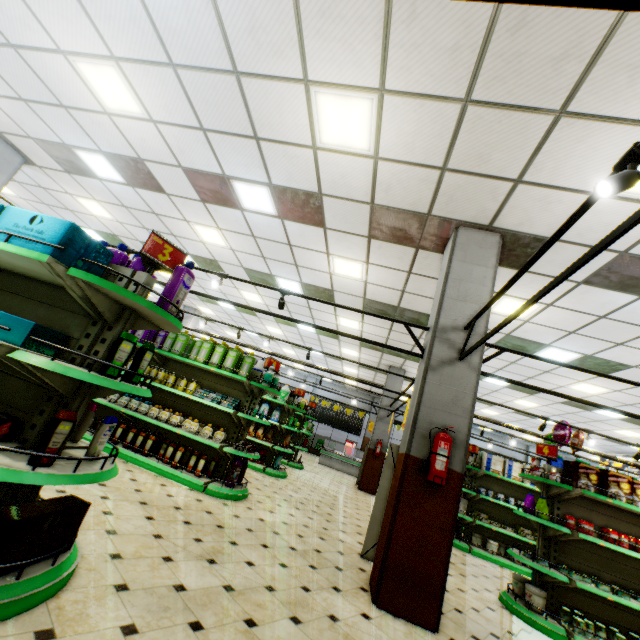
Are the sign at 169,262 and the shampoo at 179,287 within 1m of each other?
yes

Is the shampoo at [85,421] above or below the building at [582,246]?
below

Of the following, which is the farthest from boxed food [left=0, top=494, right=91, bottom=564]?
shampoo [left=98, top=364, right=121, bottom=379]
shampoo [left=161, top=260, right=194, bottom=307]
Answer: shampoo [left=161, top=260, right=194, bottom=307]

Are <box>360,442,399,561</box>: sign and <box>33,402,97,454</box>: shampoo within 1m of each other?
no

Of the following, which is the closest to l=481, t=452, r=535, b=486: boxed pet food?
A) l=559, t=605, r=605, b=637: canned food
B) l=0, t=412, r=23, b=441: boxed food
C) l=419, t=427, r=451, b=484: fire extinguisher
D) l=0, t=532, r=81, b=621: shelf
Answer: l=559, t=605, r=605, b=637: canned food

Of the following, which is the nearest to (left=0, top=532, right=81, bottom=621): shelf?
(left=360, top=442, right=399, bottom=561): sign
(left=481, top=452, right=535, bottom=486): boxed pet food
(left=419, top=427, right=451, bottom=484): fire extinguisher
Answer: (left=419, top=427, right=451, bottom=484): fire extinguisher

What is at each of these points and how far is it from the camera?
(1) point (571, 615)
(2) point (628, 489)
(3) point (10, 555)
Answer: (1) canned food, 4.5 meters
(2) boxed food, 4.7 meters
(3) boxed food, 1.9 meters

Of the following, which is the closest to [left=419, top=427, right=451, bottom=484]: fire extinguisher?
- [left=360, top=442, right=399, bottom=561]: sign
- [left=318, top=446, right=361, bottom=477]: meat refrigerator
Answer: [left=360, top=442, right=399, bottom=561]: sign
